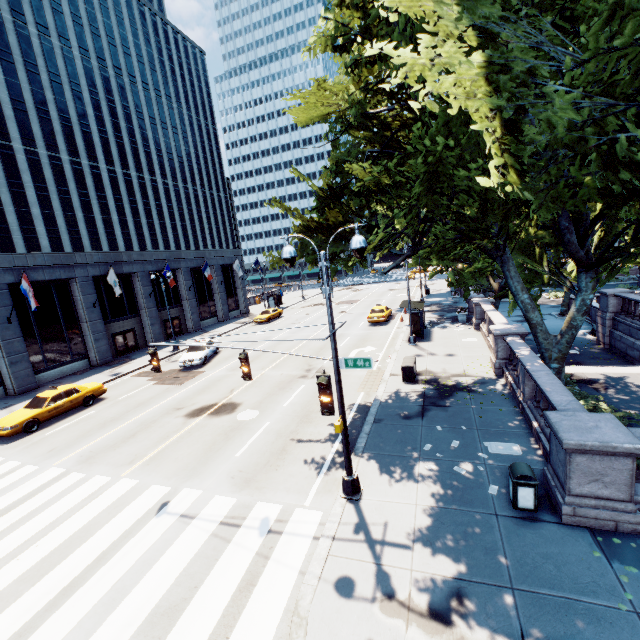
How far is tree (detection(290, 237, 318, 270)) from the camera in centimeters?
1377cm

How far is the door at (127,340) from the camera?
30.45m

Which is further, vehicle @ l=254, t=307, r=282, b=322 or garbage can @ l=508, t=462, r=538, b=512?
vehicle @ l=254, t=307, r=282, b=322

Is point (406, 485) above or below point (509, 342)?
below

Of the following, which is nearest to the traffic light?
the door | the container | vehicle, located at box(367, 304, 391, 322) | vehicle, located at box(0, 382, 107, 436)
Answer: the container

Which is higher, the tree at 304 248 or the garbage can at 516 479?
the tree at 304 248

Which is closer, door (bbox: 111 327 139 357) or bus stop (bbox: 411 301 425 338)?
bus stop (bbox: 411 301 425 338)

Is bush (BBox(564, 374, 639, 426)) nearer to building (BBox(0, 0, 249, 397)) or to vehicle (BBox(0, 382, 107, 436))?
vehicle (BBox(0, 382, 107, 436))
